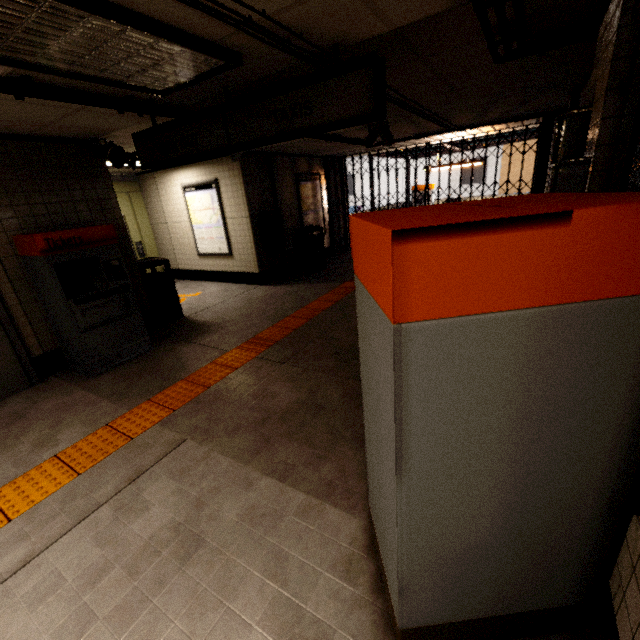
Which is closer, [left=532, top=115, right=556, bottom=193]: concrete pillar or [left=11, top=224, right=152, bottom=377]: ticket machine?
[left=11, top=224, right=152, bottom=377]: ticket machine

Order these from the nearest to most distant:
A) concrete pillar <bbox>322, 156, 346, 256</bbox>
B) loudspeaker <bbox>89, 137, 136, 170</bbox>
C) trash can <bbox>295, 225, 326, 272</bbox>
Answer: loudspeaker <bbox>89, 137, 136, 170</bbox> → trash can <bbox>295, 225, 326, 272</bbox> → concrete pillar <bbox>322, 156, 346, 256</bbox>

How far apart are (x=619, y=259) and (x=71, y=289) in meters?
5.2

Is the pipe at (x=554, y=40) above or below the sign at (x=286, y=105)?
above

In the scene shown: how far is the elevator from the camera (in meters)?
8.49

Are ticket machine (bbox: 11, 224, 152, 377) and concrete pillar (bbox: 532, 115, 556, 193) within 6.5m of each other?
no

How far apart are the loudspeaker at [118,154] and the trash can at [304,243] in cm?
416

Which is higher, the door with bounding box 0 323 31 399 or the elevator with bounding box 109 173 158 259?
the elevator with bounding box 109 173 158 259
